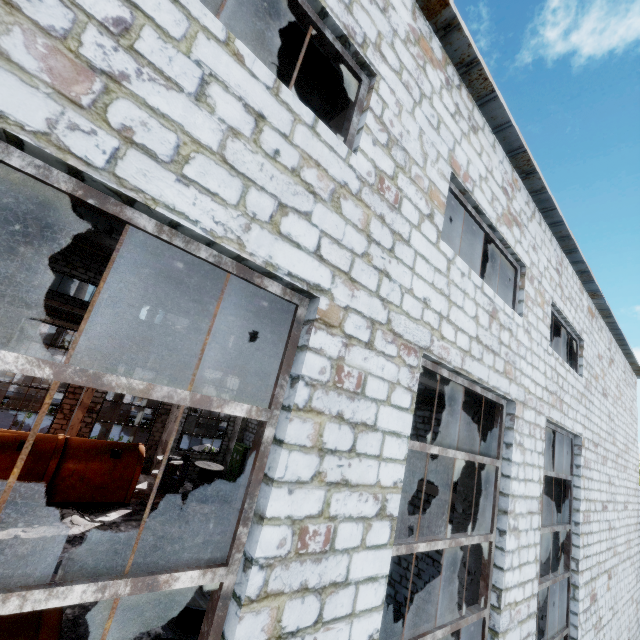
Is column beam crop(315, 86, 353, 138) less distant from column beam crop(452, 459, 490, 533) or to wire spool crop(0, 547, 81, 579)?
column beam crop(452, 459, 490, 533)

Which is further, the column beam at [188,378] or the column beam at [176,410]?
the column beam at [188,378]

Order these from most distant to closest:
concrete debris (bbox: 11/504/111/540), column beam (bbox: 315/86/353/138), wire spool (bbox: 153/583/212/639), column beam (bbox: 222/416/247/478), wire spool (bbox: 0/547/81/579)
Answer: column beam (bbox: 222/416/247/478), concrete debris (bbox: 11/504/111/540), wire spool (bbox: 153/583/212/639), wire spool (bbox: 0/547/81/579), column beam (bbox: 315/86/353/138)

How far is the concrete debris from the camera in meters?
10.2

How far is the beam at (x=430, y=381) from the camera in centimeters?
515cm

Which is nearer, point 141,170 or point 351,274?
point 141,170

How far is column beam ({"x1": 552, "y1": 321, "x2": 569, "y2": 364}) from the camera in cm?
919

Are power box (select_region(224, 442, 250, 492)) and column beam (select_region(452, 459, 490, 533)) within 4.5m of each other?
no
